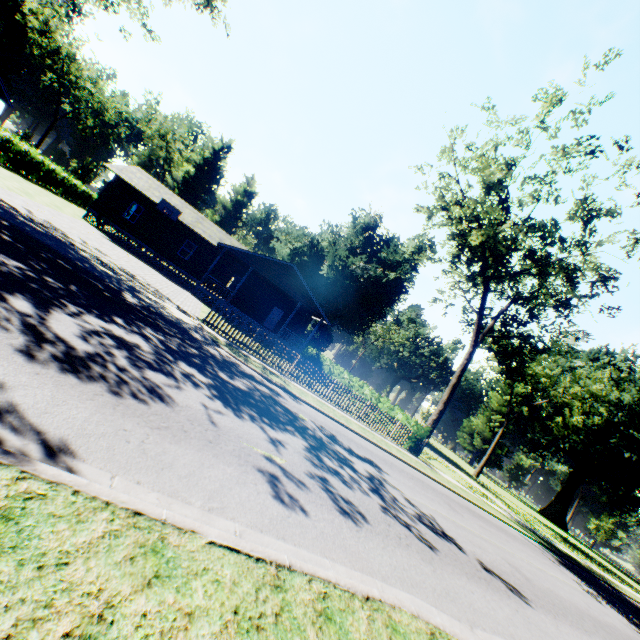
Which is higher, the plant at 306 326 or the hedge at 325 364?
the plant at 306 326

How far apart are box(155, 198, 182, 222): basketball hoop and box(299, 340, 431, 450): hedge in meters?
19.0

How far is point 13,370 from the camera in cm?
348

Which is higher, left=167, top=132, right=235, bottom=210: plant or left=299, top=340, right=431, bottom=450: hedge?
left=167, top=132, right=235, bottom=210: plant

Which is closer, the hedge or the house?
the hedge

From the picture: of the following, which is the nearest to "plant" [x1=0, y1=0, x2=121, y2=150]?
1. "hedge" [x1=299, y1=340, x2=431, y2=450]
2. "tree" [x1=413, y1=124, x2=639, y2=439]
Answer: "tree" [x1=413, y1=124, x2=639, y2=439]

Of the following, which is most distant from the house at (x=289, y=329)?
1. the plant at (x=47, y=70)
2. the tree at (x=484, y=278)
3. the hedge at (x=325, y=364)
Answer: the plant at (x=47, y=70)

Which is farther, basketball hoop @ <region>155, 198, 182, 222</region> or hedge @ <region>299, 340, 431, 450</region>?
basketball hoop @ <region>155, 198, 182, 222</region>
